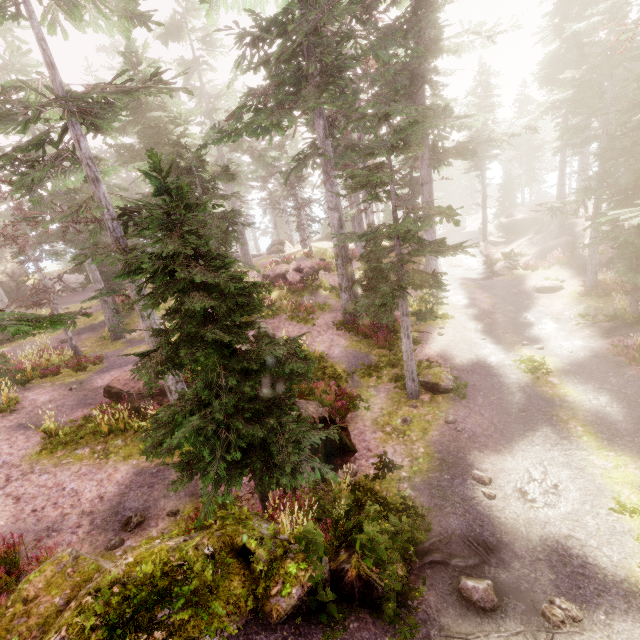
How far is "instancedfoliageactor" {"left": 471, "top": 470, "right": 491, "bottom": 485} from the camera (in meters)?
8.45

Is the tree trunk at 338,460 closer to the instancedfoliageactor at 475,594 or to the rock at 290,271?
the instancedfoliageactor at 475,594

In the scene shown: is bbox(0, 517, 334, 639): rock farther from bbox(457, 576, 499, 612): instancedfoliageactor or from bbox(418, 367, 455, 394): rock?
bbox(418, 367, 455, 394): rock

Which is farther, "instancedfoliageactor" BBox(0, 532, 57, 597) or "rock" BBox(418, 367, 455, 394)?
"rock" BBox(418, 367, 455, 394)

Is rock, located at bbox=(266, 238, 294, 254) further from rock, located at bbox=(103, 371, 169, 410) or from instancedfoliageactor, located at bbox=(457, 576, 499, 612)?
rock, located at bbox=(103, 371, 169, 410)

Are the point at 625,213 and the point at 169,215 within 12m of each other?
yes

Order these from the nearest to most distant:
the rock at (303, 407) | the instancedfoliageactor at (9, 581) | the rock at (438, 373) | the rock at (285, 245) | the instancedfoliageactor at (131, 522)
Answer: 1. the instancedfoliageactor at (9, 581)
2. the instancedfoliageactor at (131, 522)
3. the rock at (303, 407)
4. the rock at (438, 373)
5. the rock at (285, 245)

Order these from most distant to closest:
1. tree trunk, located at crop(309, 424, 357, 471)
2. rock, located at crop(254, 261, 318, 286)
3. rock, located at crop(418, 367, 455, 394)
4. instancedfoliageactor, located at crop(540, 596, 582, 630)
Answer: rock, located at crop(254, 261, 318, 286) < rock, located at crop(418, 367, 455, 394) < tree trunk, located at crop(309, 424, 357, 471) < instancedfoliageactor, located at crop(540, 596, 582, 630)
